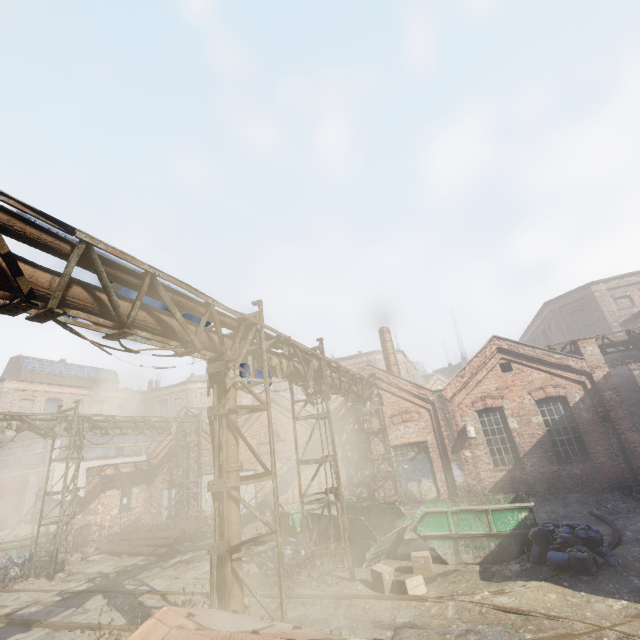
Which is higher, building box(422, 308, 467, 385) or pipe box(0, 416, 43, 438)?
building box(422, 308, 467, 385)

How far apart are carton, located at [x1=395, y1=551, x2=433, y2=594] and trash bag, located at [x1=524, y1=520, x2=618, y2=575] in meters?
3.0 m

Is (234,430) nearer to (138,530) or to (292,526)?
(292,526)

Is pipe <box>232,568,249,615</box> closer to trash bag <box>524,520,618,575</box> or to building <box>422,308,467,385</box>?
trash bag <box>524,520,618,575</box>

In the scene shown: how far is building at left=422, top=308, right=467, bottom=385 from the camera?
46.9 meters

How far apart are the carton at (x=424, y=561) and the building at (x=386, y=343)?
12.29m

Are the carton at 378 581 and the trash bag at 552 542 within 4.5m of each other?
yes

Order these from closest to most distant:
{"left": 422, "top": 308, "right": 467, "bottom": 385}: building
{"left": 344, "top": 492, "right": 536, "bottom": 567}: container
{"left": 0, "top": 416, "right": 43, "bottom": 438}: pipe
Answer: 1. {"left": 344, "top": 492, "right": 536, "bottom": 567}: container
2. {"left": 0, "top": 416, "right": 43, "bottom": 438}: pipe
3. {"left": 422, "top": 308, "right": 467, "bottom": 385}: building
